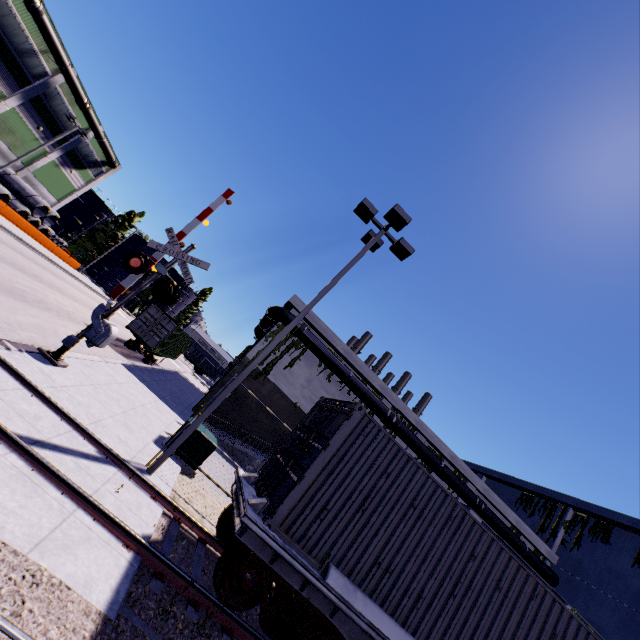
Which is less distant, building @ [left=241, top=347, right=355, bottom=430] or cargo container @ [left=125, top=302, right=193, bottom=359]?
cargo container @ [left=125, top=302, right=193, bottom=359]

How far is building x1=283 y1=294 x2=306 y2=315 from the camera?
23.83m

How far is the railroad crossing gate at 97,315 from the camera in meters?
9.1

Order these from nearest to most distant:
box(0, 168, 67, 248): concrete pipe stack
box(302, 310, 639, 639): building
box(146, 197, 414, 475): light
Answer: box(146, 197, 414, 475): light
box(302, 310, 639, 639): building
box(0, 168, 67, 248): concrete pipe stack

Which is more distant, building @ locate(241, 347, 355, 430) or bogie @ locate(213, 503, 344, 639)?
building @ locate(241, 347, 355, 430)

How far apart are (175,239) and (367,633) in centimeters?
1086cm

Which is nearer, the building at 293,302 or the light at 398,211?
the light at 398,211

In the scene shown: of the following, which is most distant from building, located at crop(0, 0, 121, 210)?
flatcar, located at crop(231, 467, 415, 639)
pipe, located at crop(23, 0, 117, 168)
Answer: flatcar, located at crop(231, 467, 415, 639)
